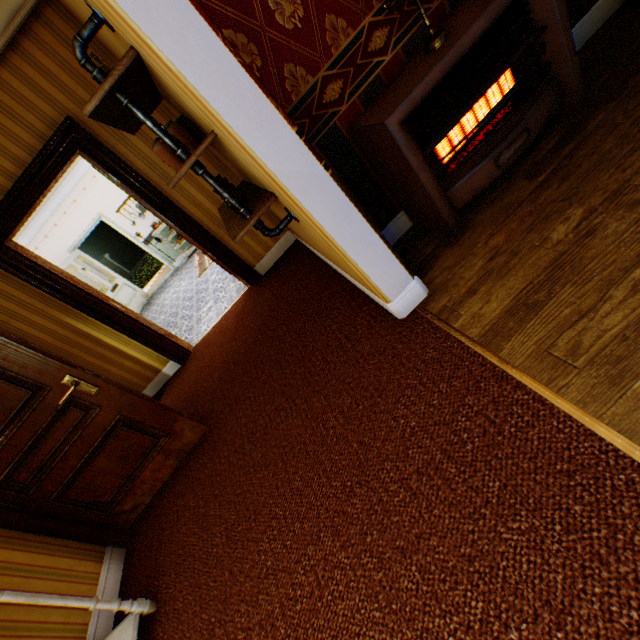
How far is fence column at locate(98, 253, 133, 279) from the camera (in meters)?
21.35

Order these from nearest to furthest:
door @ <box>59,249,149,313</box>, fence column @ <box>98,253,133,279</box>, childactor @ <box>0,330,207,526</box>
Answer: childactor @ <box>0,330,207,526</box> < door @ <box>59,249,149,313</box> < fence column @ <box>98,253,133,279</box>

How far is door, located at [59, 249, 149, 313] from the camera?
8.4m

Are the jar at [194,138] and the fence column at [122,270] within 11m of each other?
no

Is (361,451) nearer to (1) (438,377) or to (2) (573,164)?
(1) (438,377)

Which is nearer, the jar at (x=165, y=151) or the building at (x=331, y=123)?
the building at (x=331, y=123)

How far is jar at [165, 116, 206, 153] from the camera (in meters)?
2.11
